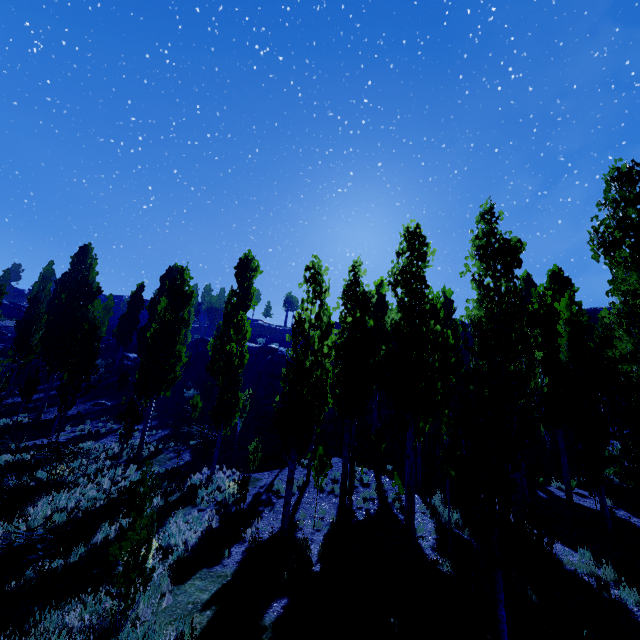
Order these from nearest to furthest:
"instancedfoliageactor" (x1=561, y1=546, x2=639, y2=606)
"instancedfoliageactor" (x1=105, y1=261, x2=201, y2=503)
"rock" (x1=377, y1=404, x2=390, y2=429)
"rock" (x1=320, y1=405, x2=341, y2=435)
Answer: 1. "instancedfoliageactor" (x1=561, y1=546, x2=639, y2=606)
2. "instancedfoliageactor" (x1=105, y1=261, x2=201, y2=503)
3. "rock" (x1=320, y1=405, x2=341, y2=435)
4. "rock" (x1=377, y1=404, x2=390, y2=429)

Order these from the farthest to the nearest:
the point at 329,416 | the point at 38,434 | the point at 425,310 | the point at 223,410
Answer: the point at 329,416 < the point at 38,434 < the point at 223,410 < the point at 425,310

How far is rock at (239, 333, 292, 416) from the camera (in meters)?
30.00

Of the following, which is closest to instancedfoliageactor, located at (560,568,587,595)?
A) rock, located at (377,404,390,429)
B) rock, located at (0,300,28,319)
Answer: rock, located at (0,300,28,319)

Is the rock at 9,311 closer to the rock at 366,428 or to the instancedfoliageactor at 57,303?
the instancedfoliageactor at 57,303

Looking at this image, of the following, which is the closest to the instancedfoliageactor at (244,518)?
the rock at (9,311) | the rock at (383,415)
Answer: the rock at (9,311)

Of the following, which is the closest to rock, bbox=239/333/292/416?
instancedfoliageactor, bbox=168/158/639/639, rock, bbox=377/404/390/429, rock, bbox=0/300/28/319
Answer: rock, bbox=377/404/390/429
